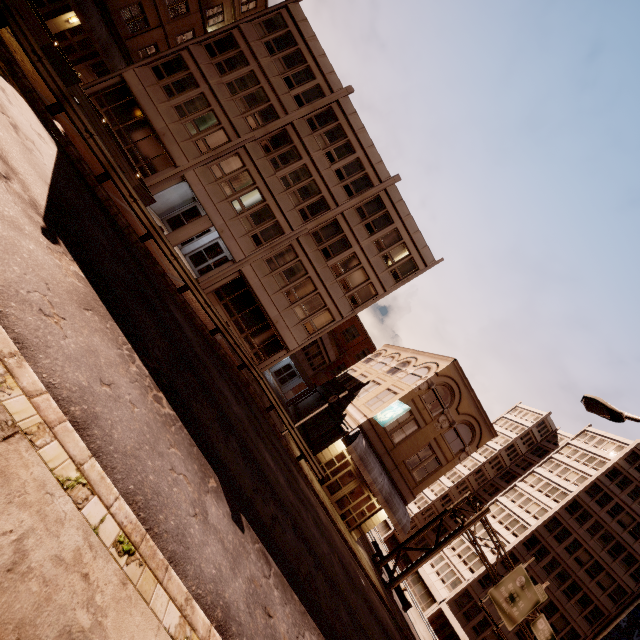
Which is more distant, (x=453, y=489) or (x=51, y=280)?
(x=453, y=489)

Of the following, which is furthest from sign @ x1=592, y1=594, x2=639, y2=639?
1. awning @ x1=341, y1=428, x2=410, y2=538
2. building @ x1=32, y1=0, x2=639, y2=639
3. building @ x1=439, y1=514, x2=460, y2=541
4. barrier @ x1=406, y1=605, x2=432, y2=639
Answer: awning @ x1=341, y1=428, x2=410, y2=538

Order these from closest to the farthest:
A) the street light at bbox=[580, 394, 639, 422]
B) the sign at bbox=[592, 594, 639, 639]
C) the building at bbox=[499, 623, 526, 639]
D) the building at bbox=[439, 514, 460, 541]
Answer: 1. the street light at bbox=[580, 394, 639, 422]
2. the sign at bbox=[592, 594, 639, 639]
3. the building at bbox=[499, 623, 526, 639]
4. the building at bbox=[439, 514, 460, 541]

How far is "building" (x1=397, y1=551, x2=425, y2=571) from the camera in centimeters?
5082cm

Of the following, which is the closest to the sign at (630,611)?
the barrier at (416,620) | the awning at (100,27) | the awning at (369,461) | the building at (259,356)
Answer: the barrier at (416,620)

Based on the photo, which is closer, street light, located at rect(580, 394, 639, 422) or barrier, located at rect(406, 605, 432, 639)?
→ street light, located at rect(580, 394, 639, 422)

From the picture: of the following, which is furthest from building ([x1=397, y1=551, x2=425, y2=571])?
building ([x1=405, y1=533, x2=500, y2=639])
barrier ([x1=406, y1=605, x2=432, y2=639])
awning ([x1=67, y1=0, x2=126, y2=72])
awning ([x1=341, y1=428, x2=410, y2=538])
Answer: awning ([x1=67, y1=0, x2=126, y2=72])

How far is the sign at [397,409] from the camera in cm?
2145
